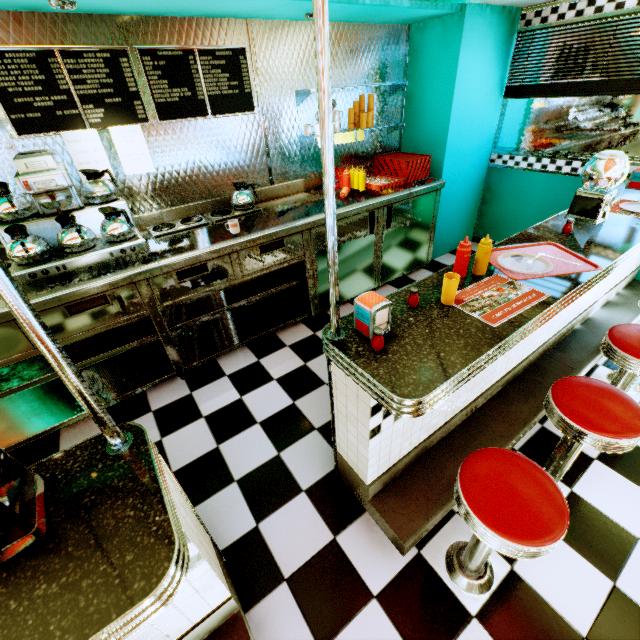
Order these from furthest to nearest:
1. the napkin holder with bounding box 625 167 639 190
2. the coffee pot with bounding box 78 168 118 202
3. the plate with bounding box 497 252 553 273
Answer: the napkin holder with bounding box 625 167 639 190 < the coffee pot with bounding box 78 168 118 202 < the plate with bounding box 497 252 553 273

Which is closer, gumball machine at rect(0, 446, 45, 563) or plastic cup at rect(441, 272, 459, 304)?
gumball machine at rect(0, 446, 45, 563)

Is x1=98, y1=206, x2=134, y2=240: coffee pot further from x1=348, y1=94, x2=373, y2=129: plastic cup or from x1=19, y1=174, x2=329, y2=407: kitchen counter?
x1=348, y1=94, x2=373, y2=129: plastic cup

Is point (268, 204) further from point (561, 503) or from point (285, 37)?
point (561, 503)

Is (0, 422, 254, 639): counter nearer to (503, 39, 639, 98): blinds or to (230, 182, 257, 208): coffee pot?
(230, 182, 257, 208): coffee pot

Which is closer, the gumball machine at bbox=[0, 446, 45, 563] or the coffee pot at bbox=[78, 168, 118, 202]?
the gumball machine at bbox=[0, 446, 45, 563]

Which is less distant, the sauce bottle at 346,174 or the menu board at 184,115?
the menu board at 184,115

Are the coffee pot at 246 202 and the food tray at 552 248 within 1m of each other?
no
